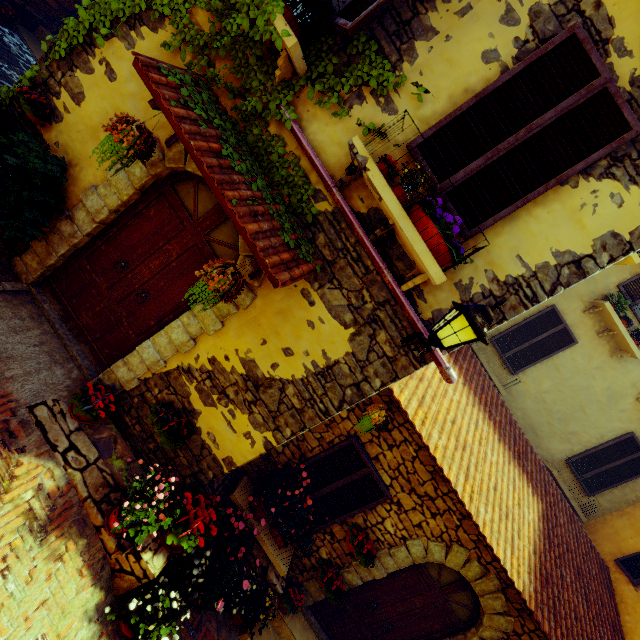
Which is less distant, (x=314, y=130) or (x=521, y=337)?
(x=314, y=130)

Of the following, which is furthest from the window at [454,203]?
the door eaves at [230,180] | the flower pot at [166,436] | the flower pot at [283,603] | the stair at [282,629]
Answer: the flower pot at [283,603]

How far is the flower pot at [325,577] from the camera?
5.03m

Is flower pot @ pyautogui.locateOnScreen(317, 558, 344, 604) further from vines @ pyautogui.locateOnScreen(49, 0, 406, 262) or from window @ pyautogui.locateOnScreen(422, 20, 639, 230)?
window @ pyautogui.locateOnScreen(422, 20, 639, 230)

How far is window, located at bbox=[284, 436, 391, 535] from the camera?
4.9m

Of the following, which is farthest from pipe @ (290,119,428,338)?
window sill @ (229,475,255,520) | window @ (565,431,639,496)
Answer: window @ (565,431,639,496)

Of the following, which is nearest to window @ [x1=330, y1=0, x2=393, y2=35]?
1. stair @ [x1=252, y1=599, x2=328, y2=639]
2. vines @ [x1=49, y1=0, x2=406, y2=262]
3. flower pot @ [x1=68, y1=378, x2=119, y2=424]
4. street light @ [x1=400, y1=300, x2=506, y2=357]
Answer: vines @ [x1=49, y1=0, x2=406, y2=262]

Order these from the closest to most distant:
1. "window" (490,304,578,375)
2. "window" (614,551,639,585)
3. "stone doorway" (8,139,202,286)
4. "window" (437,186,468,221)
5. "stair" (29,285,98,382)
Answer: "window" (437,186,468,221)
"stone doorway" (8,139,202,286)
"stair" (29,285,98,382)
"window" (614,551,639,585)
"window" (490,304,578,375)
